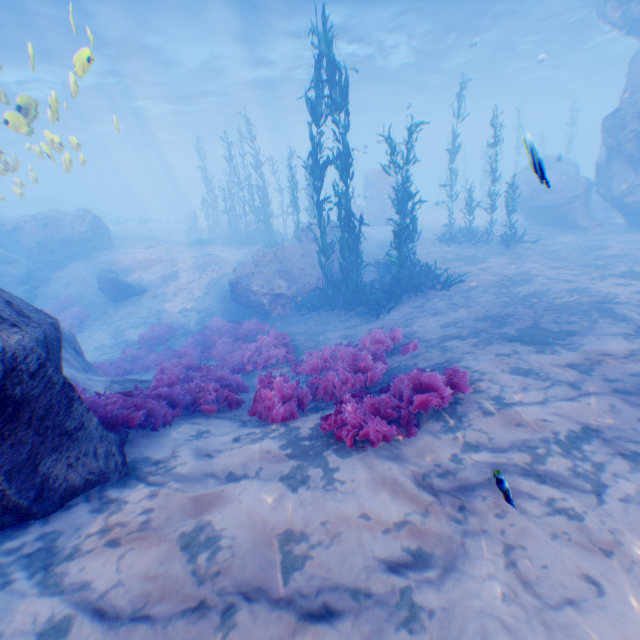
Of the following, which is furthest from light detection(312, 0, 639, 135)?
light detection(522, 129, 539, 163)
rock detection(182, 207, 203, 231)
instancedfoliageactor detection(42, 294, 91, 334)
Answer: rock detection(182, 207, 203, 231)

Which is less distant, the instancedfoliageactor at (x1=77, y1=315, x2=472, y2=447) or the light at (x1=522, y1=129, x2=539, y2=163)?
the light at (x1=522, y1=129, x2=539, y2=163)

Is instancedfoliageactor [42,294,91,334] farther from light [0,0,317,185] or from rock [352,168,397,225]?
light [0,0,317,185]

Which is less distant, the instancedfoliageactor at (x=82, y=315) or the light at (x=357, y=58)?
the instancedfoliageactor at (x=82, y=315)

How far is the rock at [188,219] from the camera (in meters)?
32.38

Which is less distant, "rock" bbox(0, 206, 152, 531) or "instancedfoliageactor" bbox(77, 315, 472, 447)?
"rock" bbox(0, 206, 152, 531)

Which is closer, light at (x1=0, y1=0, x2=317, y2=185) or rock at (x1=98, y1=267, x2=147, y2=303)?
rock at (x1=98, y1=267, x2=147, y2=303)

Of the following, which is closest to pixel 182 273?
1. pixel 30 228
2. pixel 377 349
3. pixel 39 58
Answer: pixel 30 228
